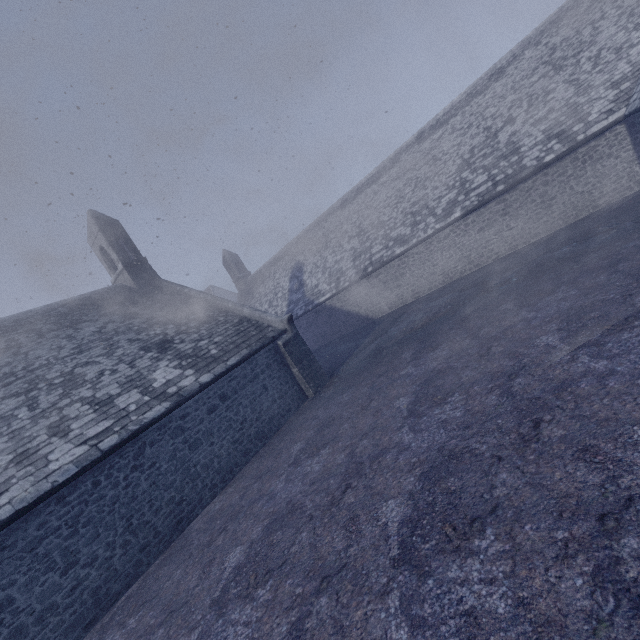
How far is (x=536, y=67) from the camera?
16.2 meters
